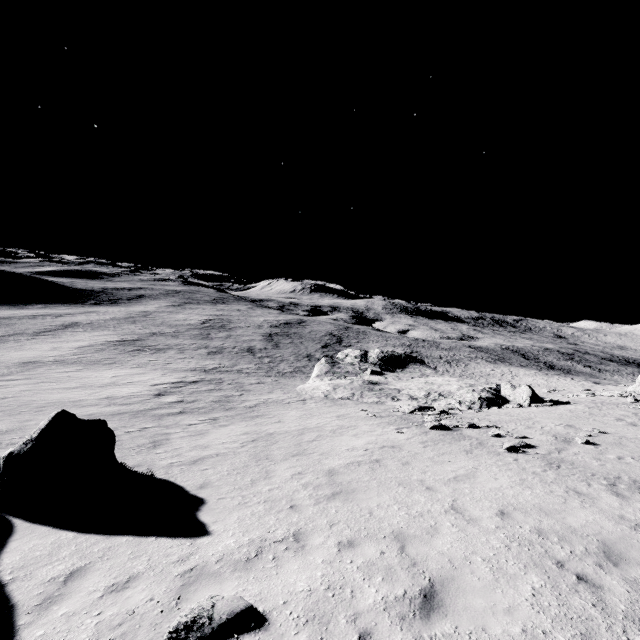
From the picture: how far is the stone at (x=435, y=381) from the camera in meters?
27.3 m

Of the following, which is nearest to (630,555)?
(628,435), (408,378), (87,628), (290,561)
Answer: (290,561)

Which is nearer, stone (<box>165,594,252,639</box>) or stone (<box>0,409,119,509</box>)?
stone (<box>165,594,252,639</box>)

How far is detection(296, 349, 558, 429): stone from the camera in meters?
27.3 m

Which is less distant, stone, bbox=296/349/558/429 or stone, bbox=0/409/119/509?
stone, bbox=0/409/119/509

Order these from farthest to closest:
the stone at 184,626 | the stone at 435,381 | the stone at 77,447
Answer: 1. the stone at 435,381
2. the stone at 77,447
3. the stone at 184,626

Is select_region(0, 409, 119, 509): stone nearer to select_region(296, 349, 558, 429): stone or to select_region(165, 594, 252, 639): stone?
select_region(165, 594, 252, 639): stone
